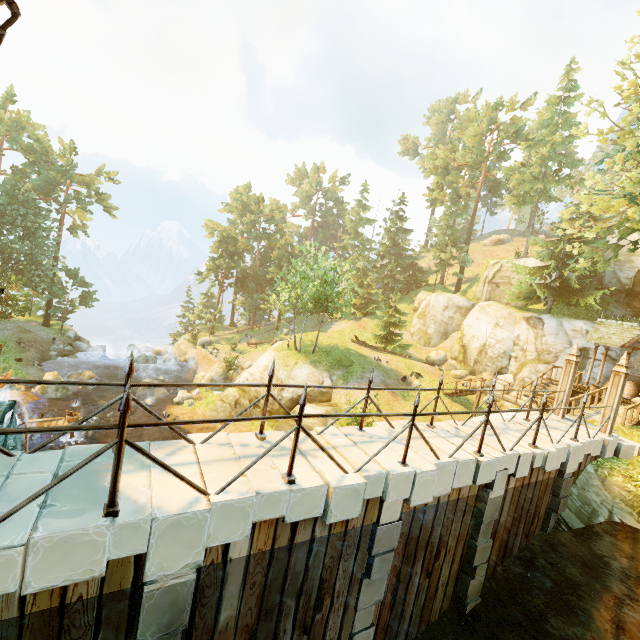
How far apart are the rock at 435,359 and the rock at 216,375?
20.3m

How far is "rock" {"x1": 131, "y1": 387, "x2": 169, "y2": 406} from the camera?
26.3 meters

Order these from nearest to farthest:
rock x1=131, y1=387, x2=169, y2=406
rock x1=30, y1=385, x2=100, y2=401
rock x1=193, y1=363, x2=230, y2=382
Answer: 1. rock x1=30, y1=385, x2=100, y2=401
2. rock x1=131, y1=387, x2=169, y2=406
3. rock x1=193, y1=363, x2=230, y2=382

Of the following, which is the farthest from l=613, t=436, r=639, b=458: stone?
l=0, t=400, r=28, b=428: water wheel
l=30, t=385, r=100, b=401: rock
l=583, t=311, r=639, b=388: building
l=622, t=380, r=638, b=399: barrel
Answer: l=30, t=385, r=100, b=401: rock

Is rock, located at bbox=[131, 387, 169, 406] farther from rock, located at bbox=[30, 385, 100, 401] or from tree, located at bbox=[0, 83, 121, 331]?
tree, located at bbox=[0, 83, 121, 331]

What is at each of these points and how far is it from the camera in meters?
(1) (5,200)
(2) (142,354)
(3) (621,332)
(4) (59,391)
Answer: (1) tree, 32.6
(2) rock, 36.3
(3) building, 19.6
(4) rock, 24.4

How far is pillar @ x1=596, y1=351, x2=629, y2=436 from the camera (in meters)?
10.08

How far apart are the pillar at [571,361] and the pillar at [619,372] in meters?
1.0 m
